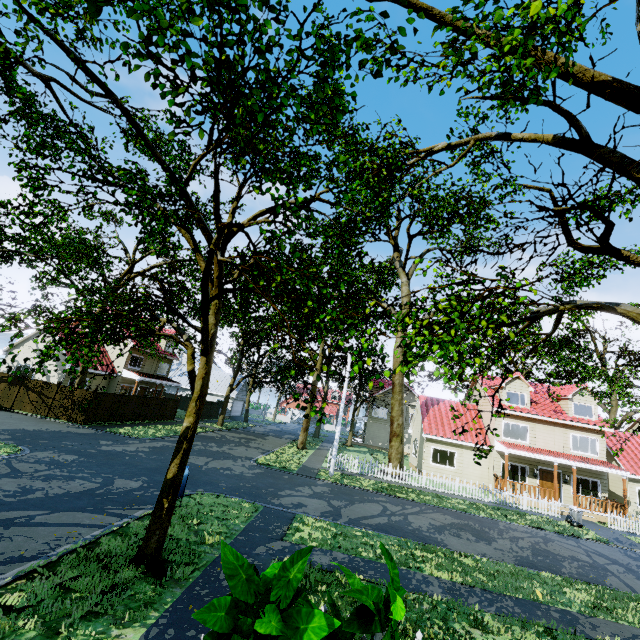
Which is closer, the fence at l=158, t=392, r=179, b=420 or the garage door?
the fence at l=158, t=392, r=179, b=420

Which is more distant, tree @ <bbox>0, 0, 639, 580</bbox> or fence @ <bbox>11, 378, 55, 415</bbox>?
fence @ <bbox>11, 378, 55, 415</bbox>

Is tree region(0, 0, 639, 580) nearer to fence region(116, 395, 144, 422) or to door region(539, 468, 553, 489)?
fence region(116, 395, 144, 422)

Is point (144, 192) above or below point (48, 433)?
above

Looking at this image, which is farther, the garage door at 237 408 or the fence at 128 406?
the garage door at 237 408

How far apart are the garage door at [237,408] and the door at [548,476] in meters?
37.1

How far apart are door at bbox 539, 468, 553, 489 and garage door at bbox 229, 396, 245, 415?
37.1m

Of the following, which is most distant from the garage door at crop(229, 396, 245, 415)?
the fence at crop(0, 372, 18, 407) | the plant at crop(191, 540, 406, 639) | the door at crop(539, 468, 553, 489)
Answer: the plant at crop(191, 540, 406, 639)
